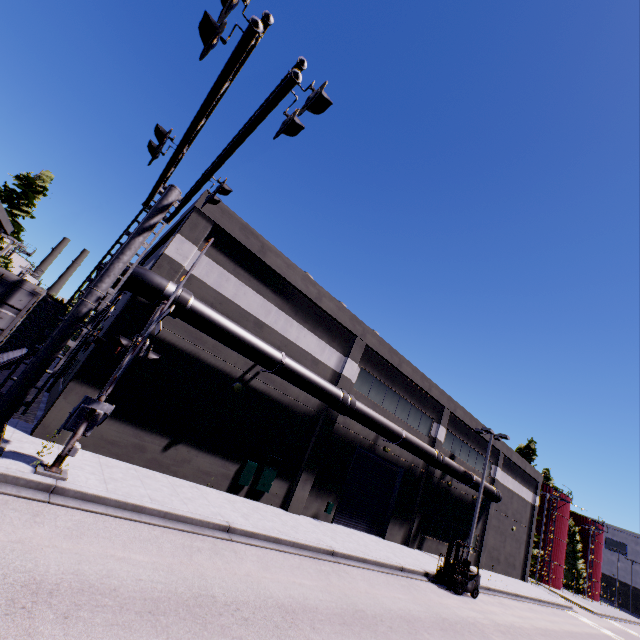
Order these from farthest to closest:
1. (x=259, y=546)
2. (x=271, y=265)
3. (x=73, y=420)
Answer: (x=271, y=265)
(x=259, y=546)
(x=73, y=420)

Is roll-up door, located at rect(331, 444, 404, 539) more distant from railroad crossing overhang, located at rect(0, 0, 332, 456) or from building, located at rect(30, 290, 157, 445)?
railroad crossing overhang, located at rect(0, 0, 332, 456)

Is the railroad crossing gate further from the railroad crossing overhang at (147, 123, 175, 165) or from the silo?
the silo

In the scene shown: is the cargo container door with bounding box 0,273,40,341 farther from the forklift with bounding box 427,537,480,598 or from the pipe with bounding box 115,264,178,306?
the forklift with bounding box 427,537,480,598

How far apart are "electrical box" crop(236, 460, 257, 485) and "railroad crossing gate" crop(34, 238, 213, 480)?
7.3 meters

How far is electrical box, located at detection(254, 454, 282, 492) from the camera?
15.0 meters

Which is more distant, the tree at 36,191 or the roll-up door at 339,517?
the tree at 36,191

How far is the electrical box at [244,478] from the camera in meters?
14.4
